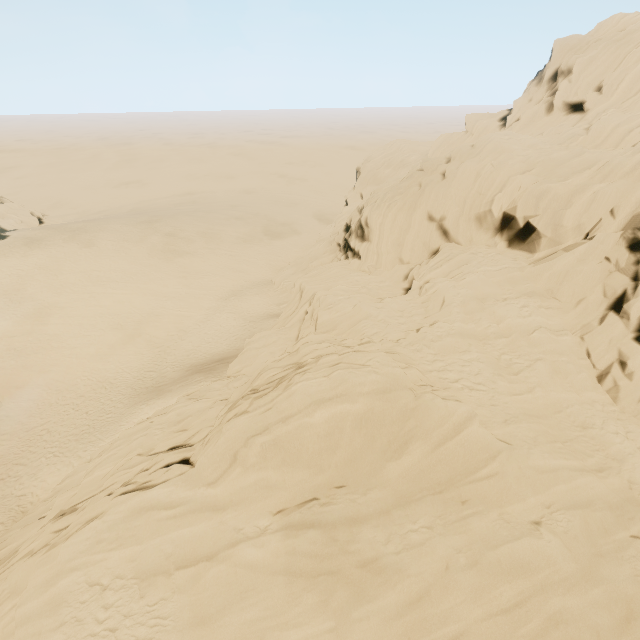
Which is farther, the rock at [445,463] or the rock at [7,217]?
the rock at [7,217]

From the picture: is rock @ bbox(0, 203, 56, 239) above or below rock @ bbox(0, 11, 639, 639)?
below

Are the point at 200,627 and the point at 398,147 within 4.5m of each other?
no

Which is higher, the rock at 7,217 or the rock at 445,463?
the rock at 445,463

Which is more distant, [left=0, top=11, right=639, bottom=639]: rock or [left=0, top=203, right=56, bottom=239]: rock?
[left=0, top=203, right=56, bottom=239]: rock
